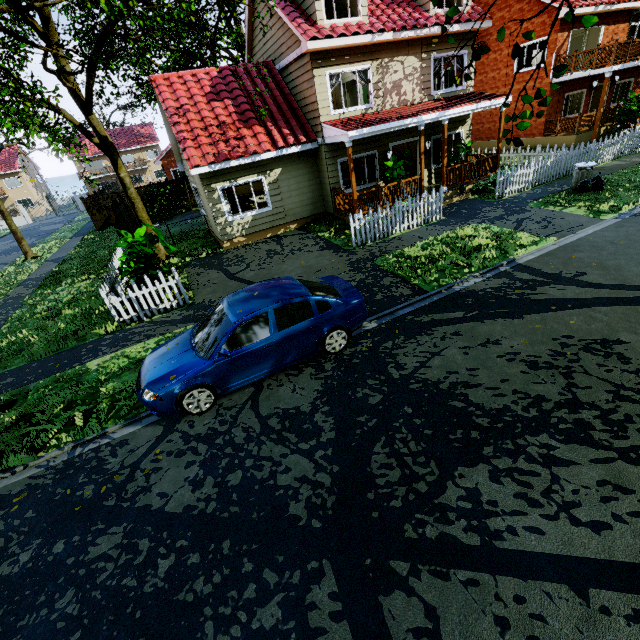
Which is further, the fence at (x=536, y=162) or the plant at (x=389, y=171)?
the fence at (x=536, y=162)

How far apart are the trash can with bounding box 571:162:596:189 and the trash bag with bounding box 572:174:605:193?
0.0 meters

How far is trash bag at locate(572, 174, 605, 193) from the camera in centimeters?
1175cm

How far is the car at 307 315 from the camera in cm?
543

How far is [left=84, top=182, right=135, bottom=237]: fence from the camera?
16.2m

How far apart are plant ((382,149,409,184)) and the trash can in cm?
595

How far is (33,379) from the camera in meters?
7.6 m

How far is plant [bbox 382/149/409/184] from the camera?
12.8m
